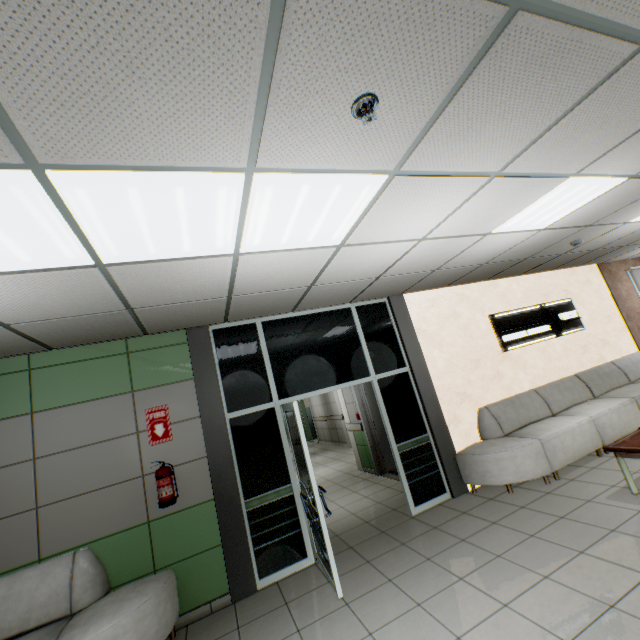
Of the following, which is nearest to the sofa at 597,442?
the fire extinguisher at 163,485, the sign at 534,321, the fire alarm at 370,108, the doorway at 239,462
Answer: the doorway at 239,462

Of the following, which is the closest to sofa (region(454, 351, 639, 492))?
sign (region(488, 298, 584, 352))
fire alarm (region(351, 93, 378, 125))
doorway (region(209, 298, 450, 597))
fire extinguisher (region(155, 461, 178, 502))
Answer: doorway (region(209, 298, 450, 597))

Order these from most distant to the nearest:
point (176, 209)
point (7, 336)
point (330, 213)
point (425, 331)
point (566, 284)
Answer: point (566, 284)
point (425, 331)
point (7, 336)
point (330, 213)
point (176, 209)

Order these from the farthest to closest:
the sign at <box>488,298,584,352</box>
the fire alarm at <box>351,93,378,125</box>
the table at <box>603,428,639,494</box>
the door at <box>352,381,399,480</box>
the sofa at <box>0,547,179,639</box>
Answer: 1. the door at <box>352,381,399,480</box>
2. the sign at <box>488,298,584,352</box>
3. the table at <box>603,428,639,494</box>
4. the sofa at <box>0,547,179,639</box>
5. the fire alarm at <box>351,93,378,125</box>

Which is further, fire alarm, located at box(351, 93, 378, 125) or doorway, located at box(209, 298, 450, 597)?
doorway, located at box(209, 298, 450, 597)

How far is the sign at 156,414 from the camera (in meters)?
3.90

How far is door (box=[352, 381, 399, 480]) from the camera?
7.08m

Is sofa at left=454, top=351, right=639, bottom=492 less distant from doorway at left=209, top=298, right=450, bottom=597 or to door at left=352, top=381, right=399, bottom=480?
doorway at left=209, top=298, right=450, bottom=597
